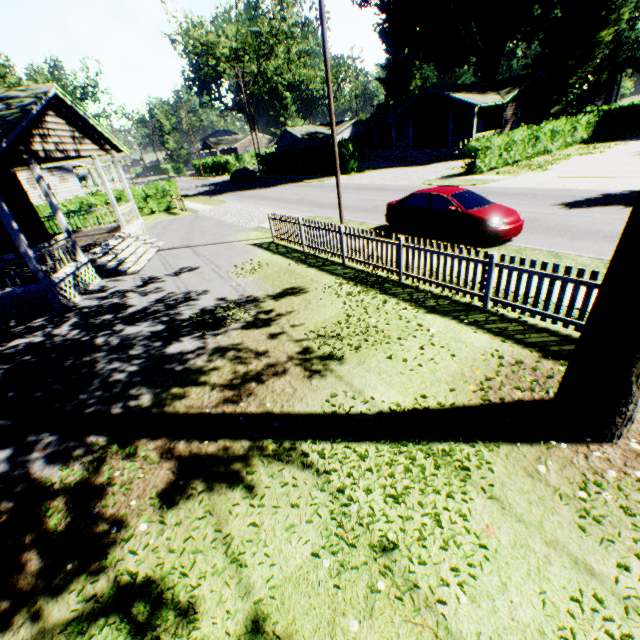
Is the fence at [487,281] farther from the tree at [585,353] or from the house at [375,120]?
the house at [375,120]

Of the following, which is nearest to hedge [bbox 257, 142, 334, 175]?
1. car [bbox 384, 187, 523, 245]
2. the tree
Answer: car [bbox 384, 187, 523, 245]

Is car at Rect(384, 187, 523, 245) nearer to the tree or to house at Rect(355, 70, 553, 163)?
the tree

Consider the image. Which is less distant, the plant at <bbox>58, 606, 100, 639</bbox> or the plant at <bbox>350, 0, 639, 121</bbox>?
the plant at <bbox>58, 606, 100, 639</bbox>

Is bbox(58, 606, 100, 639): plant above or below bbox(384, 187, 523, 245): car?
below

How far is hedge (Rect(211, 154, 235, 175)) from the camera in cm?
5531

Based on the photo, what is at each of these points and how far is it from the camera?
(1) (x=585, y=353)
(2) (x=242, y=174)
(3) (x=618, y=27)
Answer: (1) tree, 3.88m
(2) car, 41.47m
(3) plant, 50.50m

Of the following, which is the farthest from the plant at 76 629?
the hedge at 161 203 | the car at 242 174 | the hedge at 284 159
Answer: the hedge at 284 159
